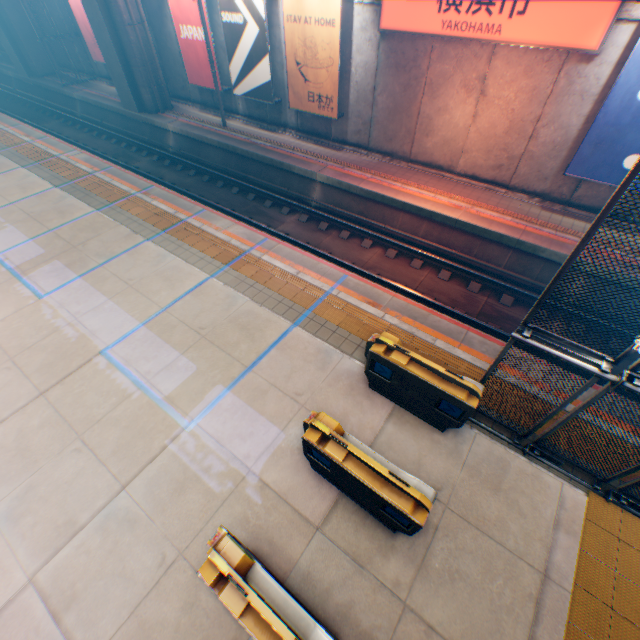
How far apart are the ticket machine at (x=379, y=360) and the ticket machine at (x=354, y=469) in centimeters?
143cm

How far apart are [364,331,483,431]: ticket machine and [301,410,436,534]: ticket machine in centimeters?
143cm

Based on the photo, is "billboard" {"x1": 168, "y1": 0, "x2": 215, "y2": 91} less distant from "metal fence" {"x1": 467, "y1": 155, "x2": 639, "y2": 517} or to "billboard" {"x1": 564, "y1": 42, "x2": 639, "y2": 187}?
"metal fence" {"x1": 467, "y1": 155, "x2": 639, "y2": 517}

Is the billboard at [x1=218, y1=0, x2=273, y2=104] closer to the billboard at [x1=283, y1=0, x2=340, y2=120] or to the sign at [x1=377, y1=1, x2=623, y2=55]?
the billboard at [x1=283, y1=0, x2=340, y2=120]

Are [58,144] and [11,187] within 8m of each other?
yes

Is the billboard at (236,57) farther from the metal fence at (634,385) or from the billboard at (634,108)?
the billboard at (634,108)

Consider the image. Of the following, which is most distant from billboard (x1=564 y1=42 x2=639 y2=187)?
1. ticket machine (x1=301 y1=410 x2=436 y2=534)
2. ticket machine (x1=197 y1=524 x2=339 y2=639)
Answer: ticket machine (x1=197 y1=524 x2=339 y2=639)

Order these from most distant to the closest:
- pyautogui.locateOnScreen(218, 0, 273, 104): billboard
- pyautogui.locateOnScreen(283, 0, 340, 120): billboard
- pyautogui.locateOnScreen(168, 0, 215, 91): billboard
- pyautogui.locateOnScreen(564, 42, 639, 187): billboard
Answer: pyautogui.locateOnScreen(168, 0, 215, 91): billboard
pyautogui.locateOnScreen(218, 0, 273, 104): billboard
pyautogui.locateOnScreen(283, 0, 340, 120): billboard
pyautogui.locateOnScreen(564, 42, 639, 187): billboard
